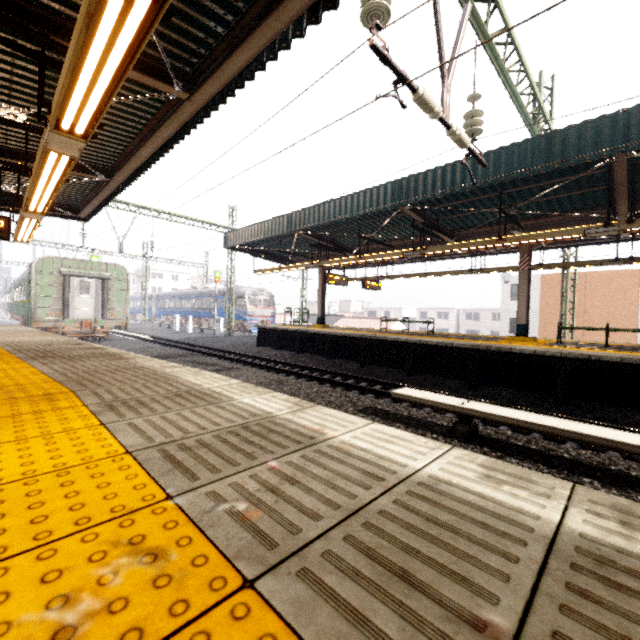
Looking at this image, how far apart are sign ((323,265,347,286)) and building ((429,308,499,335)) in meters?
45.8 m

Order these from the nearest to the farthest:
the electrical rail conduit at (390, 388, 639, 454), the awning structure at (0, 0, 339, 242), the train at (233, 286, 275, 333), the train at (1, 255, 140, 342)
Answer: the awning structure at (0, 0, 339, 242)
the electrical rail conduit at (390, 388, 639, 454)
the train at (1, 255, 140, 342)
the train at (233, 286, 275, 333)

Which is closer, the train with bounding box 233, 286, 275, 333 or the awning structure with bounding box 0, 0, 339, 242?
the awning structure with bounding box 0, 0, 339, 242

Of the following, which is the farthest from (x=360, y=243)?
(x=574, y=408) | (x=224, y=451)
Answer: (x=224, y=451)

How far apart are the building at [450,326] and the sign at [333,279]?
45.8m

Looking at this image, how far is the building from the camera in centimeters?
5322cm

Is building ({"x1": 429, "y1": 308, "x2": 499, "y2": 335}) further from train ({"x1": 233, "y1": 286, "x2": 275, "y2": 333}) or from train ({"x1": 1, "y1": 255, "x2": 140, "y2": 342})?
train ({"x1": 1, "y1": 255, "x2": 140, "y2": 342})

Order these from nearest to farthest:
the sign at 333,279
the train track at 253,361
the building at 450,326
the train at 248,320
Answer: the train track at 253,361
the sign at 333,279
the train at 248,320
the building at 450,326
